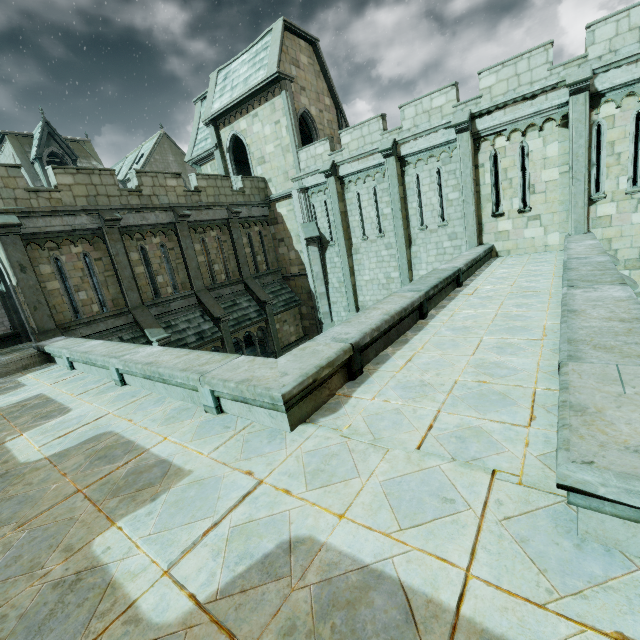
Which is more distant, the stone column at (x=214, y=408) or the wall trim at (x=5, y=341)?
the wall trim at (x=5, y=341)

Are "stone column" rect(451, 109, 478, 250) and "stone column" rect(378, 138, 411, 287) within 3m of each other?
yes

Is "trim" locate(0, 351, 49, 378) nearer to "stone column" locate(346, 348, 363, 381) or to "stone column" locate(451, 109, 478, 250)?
"stone column" locate(346, 348, 363, 381)

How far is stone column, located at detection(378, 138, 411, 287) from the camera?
14.7m

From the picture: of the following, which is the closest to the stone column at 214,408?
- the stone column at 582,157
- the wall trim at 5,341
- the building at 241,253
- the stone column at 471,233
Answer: the building at 241,253

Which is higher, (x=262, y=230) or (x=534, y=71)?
(x=534, y=71)

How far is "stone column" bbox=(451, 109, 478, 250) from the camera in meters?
12.7 m

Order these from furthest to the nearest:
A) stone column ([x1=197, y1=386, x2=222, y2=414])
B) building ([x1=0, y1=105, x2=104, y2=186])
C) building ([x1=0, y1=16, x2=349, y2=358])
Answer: building ([x1=0, y1=105, x2=104, y2=186]) < building ([x1=0, y1=16, x2=349, y2=358]) < stone column ([x1=197, y1=386, x2=222, y2=414])
